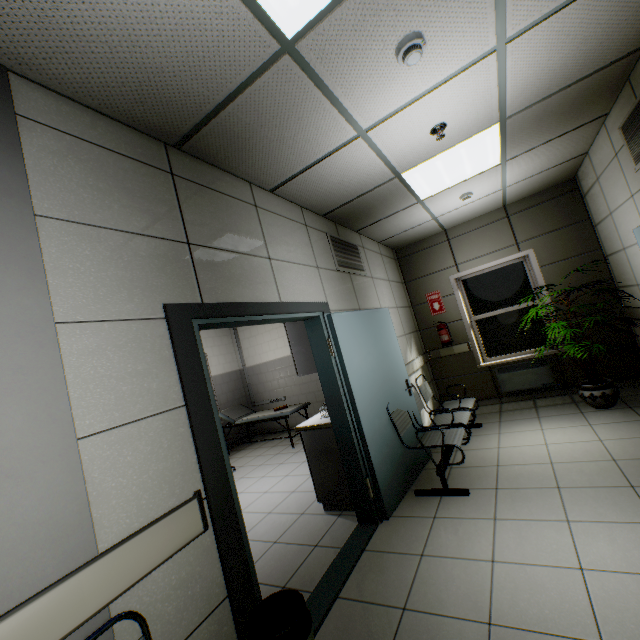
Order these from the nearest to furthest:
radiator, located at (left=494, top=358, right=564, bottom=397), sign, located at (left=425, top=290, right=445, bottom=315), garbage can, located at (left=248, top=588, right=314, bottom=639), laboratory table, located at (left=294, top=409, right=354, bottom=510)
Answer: garbage can, located at (left=248, top=588, right=314, bottom=639), laboratory table, located at (left=294, top=409, right=354, bottom=510), radiator, located at (left=494, top=358, right=564, bottom=397), sign, located at (left=425, top=290, right=445, bottom=315)

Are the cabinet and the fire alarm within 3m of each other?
yes

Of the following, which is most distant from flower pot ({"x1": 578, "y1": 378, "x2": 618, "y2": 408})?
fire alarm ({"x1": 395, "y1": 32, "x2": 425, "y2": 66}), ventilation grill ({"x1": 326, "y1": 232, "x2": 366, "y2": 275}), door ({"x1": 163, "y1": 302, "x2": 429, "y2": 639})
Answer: fire alarm ({"x1": 395, "y1": 32, "x2": 425, "y2": 66})

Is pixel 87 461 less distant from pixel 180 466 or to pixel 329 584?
pixel 180 466

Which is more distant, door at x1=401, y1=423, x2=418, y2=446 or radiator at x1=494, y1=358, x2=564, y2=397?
radiator at x1=494, y1=358, x2=564, y2=397

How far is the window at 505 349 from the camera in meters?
5.5

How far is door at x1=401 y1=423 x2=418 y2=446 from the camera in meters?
3.7

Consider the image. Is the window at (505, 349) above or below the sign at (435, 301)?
below
